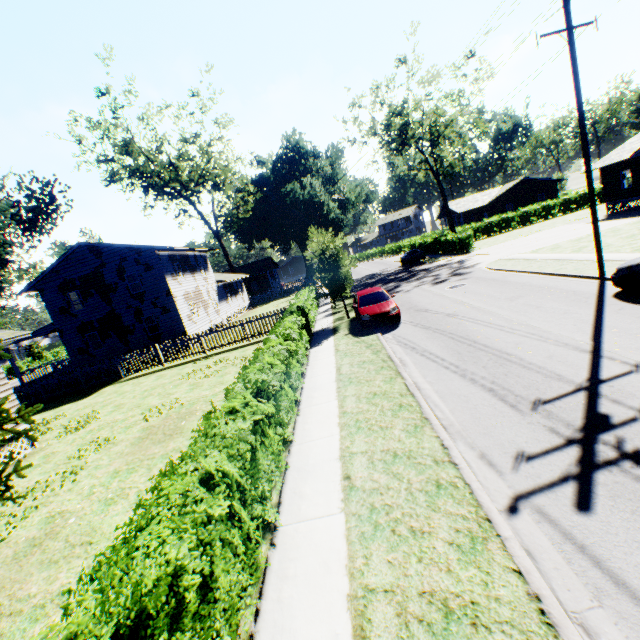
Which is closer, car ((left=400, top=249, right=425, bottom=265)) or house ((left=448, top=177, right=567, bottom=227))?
car ((left=400, top=249, right=425, bottom=265))

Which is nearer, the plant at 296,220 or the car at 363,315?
the car at 363,315

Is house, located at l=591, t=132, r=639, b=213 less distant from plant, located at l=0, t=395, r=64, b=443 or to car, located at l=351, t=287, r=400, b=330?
plant, located at l=0, t=395, r=64, b=443

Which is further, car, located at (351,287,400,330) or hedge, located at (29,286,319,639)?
car, located at (351,287,400,330)

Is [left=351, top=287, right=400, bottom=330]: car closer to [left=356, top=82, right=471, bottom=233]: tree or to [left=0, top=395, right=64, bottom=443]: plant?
[left=0, top=395, right=64, bottom=443]: plant

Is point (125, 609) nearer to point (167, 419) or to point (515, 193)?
point (167, 419)

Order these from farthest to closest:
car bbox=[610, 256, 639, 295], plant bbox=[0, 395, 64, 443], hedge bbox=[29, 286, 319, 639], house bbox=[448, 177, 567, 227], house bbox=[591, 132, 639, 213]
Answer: house bbox=[448, 177, 567, 227] < house bbox=[591, 132, 639, 213] < car bbox=[610, 256, 639, 295] < plant bbox=[0, 395, 64, 443] < hedge bbox=[29, 286, 319, 639]

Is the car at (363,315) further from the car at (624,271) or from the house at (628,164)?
the house at (628,164)
